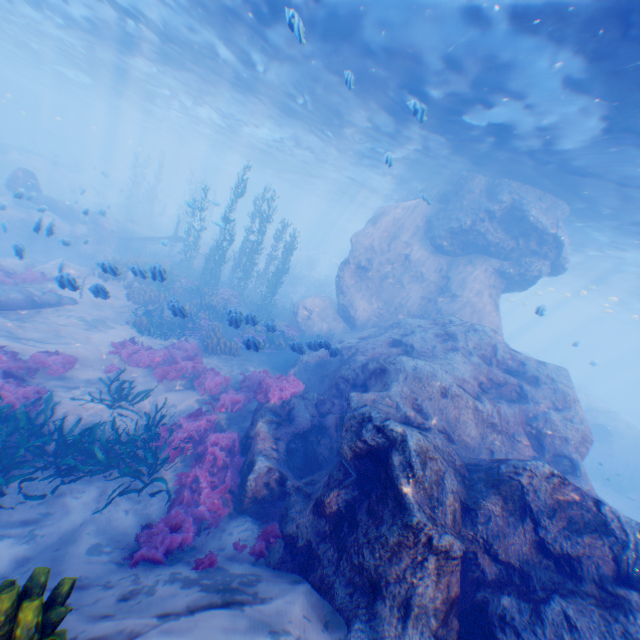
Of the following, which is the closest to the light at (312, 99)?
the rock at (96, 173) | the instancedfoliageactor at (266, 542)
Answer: the rock at (96, 173)

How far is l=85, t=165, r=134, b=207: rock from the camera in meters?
46.0

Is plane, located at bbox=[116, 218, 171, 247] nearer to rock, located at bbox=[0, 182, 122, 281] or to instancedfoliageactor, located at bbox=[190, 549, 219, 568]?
rock, located at bbox=[0, 182, 122, 281]

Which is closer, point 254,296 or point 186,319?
A: point 186,319

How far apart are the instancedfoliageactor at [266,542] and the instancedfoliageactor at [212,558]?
0.5m

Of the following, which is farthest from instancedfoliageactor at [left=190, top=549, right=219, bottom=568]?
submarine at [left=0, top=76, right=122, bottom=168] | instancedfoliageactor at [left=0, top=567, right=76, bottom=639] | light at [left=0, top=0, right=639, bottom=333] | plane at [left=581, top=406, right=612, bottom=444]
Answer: plane at [left=581, top=406, right=612, bottom=444]

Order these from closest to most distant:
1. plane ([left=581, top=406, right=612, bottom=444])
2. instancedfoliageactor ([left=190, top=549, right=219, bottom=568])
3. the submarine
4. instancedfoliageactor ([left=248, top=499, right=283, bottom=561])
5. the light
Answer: instancedfoliageactor ([left=190, top=549, right=219, bottom=568]) → instancedfoliageactor ([left=248, top=499, right=283, bottom=561]) → the light → plane ([left=581, top=406, right=612, bottom=444]) → the submarine

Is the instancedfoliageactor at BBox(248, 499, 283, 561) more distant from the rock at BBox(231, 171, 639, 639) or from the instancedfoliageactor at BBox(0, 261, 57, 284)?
the instancedfoliageactor at BBox(0, 261, 57, 284)
